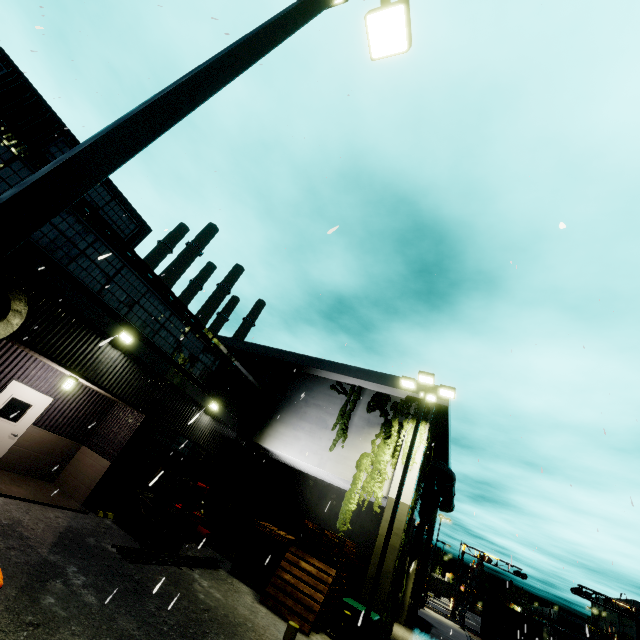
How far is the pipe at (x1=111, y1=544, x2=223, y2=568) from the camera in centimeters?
888cm

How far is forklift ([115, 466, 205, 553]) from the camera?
10.73m

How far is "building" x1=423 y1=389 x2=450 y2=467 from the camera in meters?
16.0

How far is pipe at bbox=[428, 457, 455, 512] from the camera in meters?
21.3 m

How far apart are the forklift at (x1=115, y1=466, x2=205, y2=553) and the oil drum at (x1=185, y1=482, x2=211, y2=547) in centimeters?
191cm

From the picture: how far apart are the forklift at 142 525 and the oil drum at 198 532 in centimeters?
191cm

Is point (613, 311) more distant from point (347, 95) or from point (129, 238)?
point (129, 238)

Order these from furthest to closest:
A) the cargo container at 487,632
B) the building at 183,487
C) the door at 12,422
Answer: the cargo container at 487,632 → the building at 183,487 → the door at 12,422
